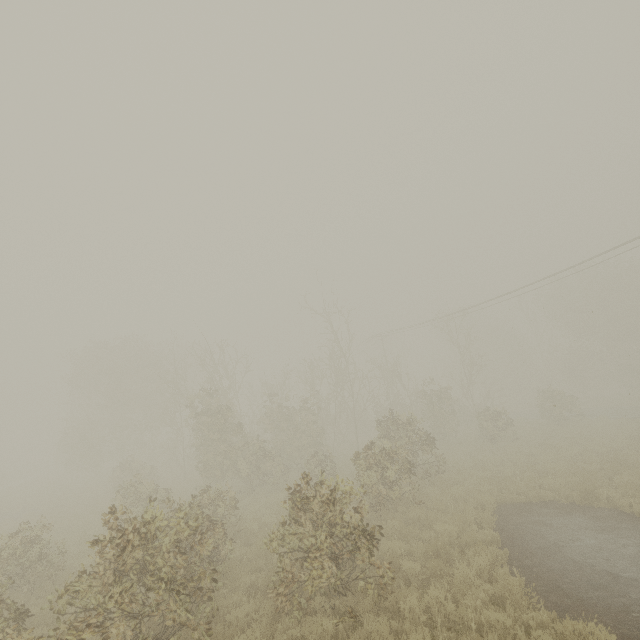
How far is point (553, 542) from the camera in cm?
929
